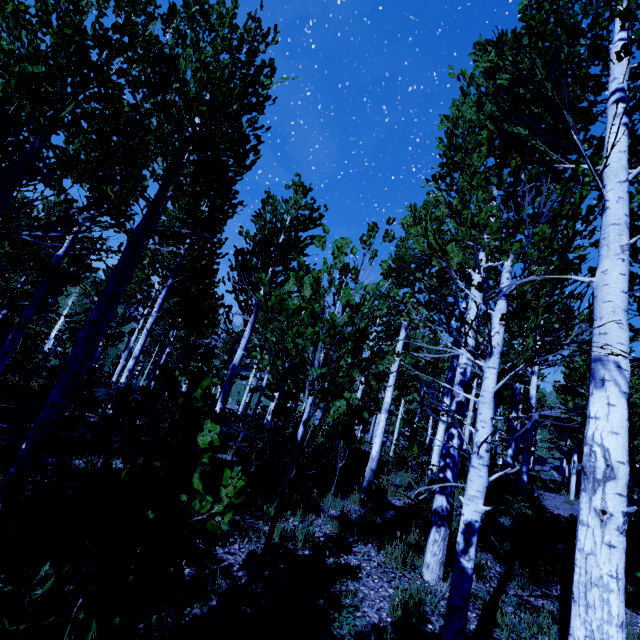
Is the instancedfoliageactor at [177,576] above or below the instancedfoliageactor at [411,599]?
above

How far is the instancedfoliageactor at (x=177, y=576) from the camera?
1.9m

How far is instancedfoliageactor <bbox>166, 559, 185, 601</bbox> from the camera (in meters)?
1.89

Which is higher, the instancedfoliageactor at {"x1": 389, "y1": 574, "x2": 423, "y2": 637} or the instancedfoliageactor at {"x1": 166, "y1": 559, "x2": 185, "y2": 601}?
the instancedfoliageactor at {"x1": 166, "y1": 559, "x2": 185, "y2": 601}

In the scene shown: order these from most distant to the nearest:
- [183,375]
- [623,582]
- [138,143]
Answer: [183,375] → [138,143] → [623,582]

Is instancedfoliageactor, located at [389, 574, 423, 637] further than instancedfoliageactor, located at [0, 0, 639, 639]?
Yes
